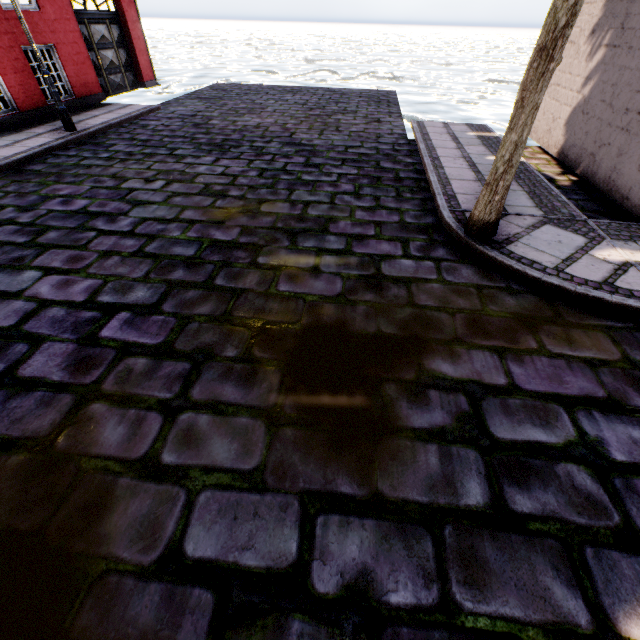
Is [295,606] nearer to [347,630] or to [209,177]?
[347,630]

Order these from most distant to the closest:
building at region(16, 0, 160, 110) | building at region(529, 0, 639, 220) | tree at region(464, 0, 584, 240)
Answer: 1. building at region(16, 0, 160, 110)
2. building at region(529, 0, 639, 220)
3. tree at region(464, 0, 584, 240)

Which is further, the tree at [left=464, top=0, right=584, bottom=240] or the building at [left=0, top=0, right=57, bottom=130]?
the building at [left=0, top=0, right=57, bottom=130]

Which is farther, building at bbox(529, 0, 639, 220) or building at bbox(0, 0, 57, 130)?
building at bbox(0, 0, 57, 130)

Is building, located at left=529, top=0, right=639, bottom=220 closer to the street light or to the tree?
the street light

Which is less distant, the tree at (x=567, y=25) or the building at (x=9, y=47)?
the tree at (x=567, y=25)

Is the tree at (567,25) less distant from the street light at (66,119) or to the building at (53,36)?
the building at (53,36)

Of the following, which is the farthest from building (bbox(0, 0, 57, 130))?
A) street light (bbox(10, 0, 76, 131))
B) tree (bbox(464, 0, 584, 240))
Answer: tree (bbox(464, 0, 584, 240))
